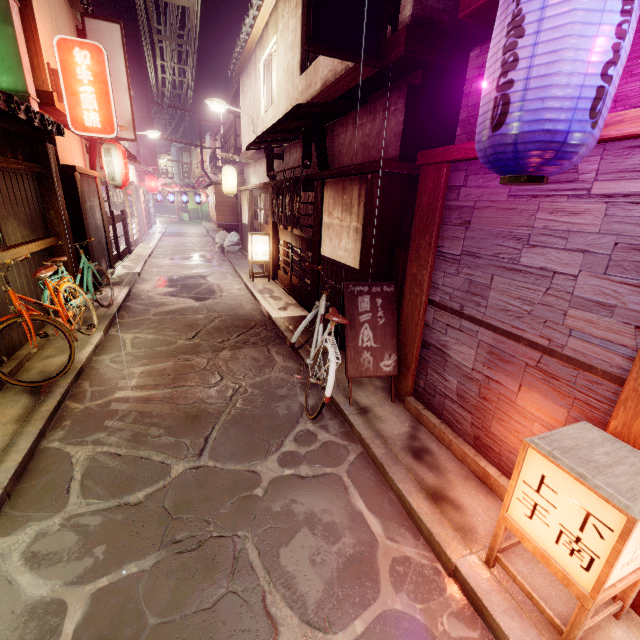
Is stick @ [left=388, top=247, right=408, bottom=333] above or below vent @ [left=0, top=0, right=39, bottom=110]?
below

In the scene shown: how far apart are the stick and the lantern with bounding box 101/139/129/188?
15.4m

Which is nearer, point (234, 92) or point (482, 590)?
point (482, 590)

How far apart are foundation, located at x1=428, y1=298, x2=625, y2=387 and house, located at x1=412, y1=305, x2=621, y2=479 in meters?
0.0

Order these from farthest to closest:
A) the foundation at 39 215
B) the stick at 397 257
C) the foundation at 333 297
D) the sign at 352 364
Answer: the foundation at 333 297 < the foundation at 39 215 < the stick at 397 257 < the sign at 352 364

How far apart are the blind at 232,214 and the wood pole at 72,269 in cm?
1690

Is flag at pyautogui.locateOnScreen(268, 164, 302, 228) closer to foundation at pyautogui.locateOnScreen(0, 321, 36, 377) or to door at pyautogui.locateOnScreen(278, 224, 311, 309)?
door at pyautogui.locateOnScreen(278, 224, 311, 309)

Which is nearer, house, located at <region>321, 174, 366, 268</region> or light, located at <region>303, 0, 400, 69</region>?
light, located at <region>303, 0, 400, 69</region>
